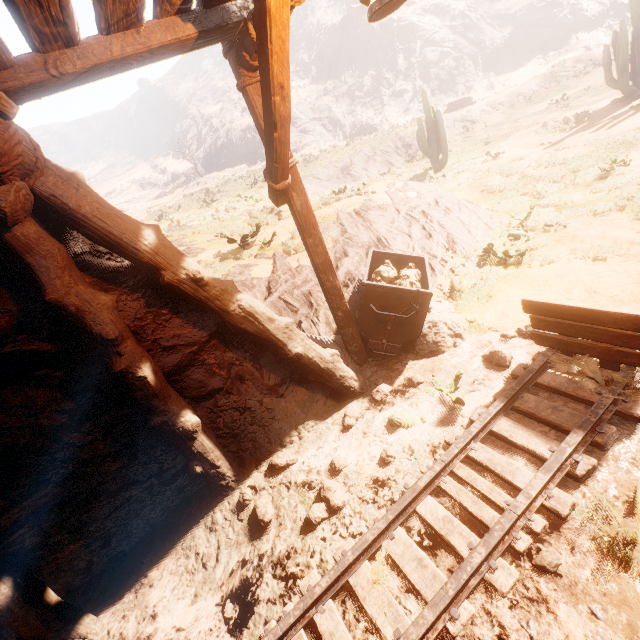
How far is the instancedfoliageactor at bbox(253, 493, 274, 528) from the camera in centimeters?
357cm

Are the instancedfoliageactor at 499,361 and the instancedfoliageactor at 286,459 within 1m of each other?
no

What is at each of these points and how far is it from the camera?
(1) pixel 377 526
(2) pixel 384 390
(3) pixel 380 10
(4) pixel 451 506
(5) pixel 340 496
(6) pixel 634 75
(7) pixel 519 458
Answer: (1) tracks, 3.0 meters
(2) instancedfoliageactor, 4.4 meters
(3) lantern, 1.8 meters
(4) z, 3.0 meters
(5) instancedfoliageactor, 3.4 meters
(6) instancedfoliageactor, 15.2 meters
(7) z, 3.1 meters

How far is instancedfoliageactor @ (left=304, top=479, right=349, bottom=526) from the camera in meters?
3.3

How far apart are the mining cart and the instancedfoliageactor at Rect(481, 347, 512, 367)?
0.9 meters

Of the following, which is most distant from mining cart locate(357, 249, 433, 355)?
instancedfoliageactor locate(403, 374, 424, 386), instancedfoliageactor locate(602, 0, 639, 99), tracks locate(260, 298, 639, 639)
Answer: instancedfoliageactor locate(602, 0, 639, 99)

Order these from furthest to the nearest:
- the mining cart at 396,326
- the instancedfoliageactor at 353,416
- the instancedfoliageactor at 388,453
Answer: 1. the mining cart at 396,326
2. the instancedfoliageactor at 353,416
3. the instancedfoliageactor at 388,453

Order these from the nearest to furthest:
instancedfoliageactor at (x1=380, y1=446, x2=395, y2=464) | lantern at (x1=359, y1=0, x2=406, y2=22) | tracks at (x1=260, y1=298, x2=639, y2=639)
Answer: lantern at (x1=359, y1=0, x2=406, y2=22)
tracks at (x1=260, y1=298, x2=639, y2=639)
instancedfoliageactor at (x1=380, y1=446, x2=395, y2=464)
